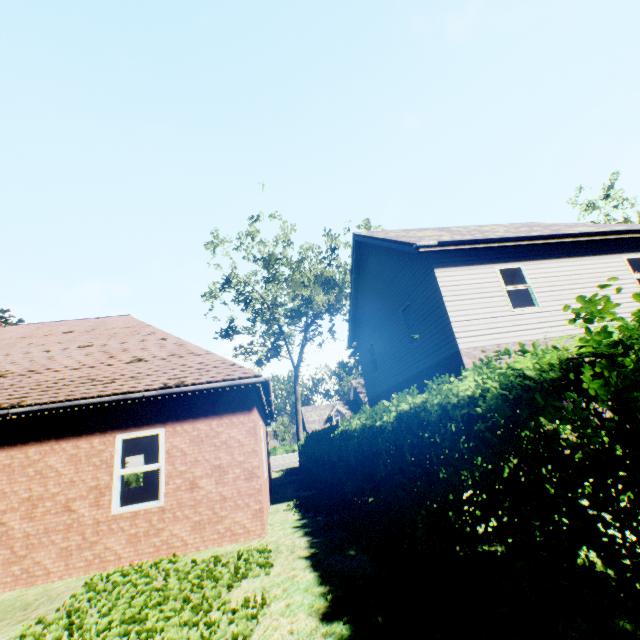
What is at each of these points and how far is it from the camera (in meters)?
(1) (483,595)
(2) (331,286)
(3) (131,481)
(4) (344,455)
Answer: (1) plant, 3.15
(2) tree, 30.52
(3) hedge, 23.23
(4) hedge, 9.11

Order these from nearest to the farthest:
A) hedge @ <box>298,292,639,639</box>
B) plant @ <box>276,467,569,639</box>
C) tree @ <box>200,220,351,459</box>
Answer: hedge @ <box>298,292,639,639</box>, plant @ <box>276,467,569,639</box>, tree @ <box>200,220,351,459</box>

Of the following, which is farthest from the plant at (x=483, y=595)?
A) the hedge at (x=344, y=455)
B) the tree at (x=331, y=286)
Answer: the hedge at (x=344, y=455)

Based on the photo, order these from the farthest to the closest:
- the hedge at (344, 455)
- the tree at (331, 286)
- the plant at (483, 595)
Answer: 1. the tree at (331, 286)
2. the plant at (483, 595)
3. the hedge at (344, 455)

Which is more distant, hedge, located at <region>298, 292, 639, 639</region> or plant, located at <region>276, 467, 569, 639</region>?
plant, located at <region>276, 467, 569, 639</region>

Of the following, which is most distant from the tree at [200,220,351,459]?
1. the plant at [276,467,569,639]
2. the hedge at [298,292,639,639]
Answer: the plant at [276,467,569,639]

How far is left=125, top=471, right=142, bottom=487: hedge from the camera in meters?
23.0 m
